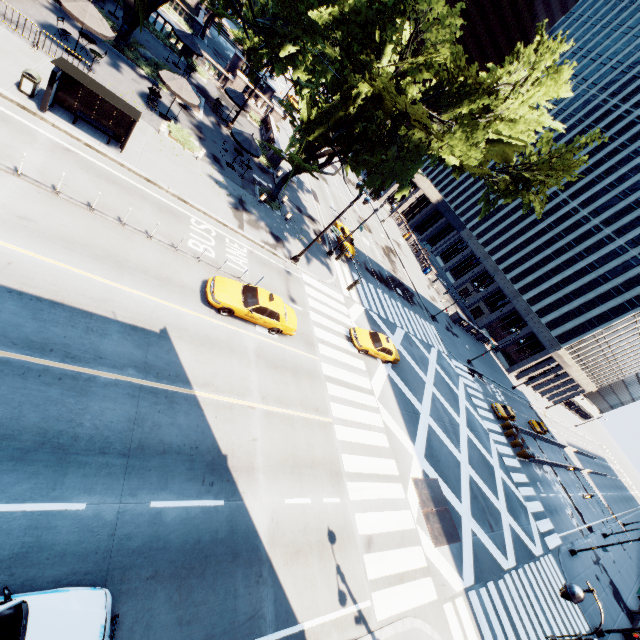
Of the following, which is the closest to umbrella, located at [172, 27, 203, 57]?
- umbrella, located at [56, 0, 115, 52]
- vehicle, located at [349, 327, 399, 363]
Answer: umbrella, located at [56, 0, 115, 52]

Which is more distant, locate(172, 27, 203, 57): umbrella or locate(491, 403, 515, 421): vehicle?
locate(491, 403, 515, 421): vehicle

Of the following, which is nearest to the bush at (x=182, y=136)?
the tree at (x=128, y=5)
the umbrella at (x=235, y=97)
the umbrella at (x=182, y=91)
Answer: the umbrella at (x=182, y=91)

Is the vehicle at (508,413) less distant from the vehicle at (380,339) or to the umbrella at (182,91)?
the vehicle at (380,339)

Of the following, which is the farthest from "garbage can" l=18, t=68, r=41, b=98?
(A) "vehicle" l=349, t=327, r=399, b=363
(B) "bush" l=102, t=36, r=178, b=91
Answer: (A) "vehicle" l=349, t=327, r=399, b=363

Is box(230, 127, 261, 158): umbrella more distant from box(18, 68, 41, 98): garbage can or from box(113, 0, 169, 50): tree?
box(18, 68, 41, 98): garbage can

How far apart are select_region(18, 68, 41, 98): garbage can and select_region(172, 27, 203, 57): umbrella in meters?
19.0

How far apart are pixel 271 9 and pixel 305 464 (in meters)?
50.73
